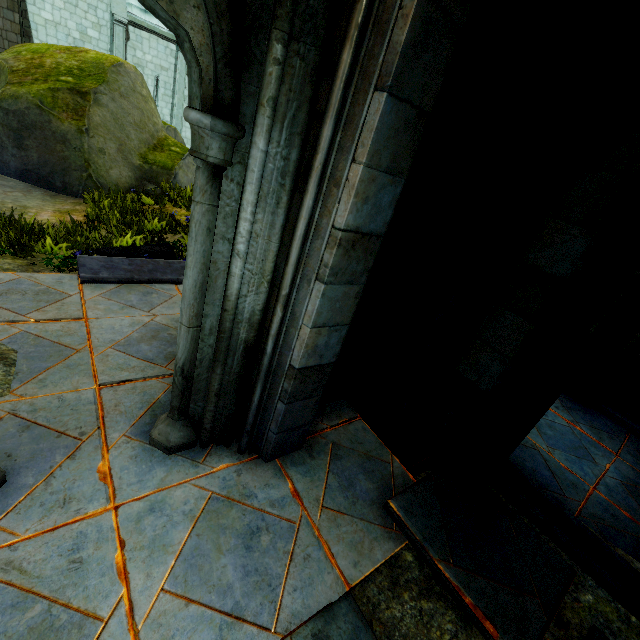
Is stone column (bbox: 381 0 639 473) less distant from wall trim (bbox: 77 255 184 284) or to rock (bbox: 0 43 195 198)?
wall trim (bbox: 77 255 184 284)

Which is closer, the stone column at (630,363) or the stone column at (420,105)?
the stone column at (420,105)

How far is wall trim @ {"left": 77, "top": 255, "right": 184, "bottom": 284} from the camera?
4.1m

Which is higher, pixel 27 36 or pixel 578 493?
pixel 27 36

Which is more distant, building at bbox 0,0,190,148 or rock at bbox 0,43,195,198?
building at bbox 0,0,190,148

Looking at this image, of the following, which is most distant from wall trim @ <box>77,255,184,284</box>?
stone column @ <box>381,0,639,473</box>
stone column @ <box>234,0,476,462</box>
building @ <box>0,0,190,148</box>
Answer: stone column @ <box>234,0,476,462</box>

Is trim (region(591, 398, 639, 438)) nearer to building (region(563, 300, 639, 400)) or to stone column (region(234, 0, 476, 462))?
building (region(563, 300, 639, 400))

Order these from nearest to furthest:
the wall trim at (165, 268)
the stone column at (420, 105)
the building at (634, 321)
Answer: the stone column at (420, 105) < the wall trim at (165, 268) < the building at (634, 321)
